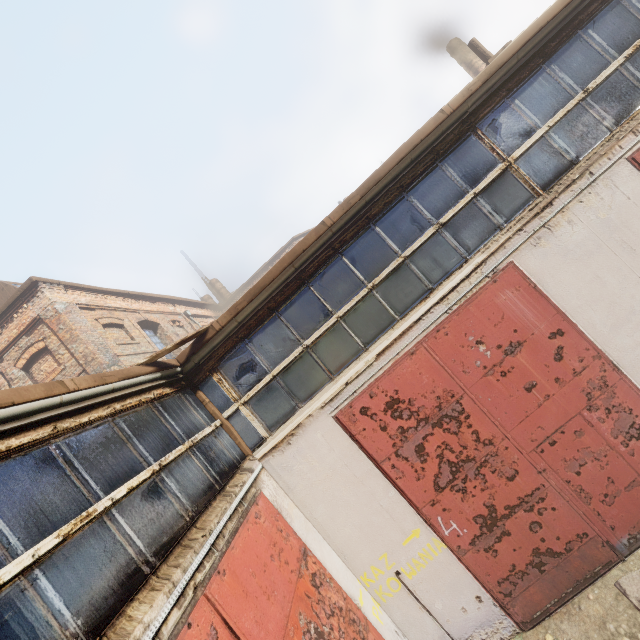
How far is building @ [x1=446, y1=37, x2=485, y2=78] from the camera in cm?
1706

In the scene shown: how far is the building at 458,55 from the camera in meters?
17.1

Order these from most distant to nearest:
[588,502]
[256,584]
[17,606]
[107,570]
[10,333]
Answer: [10,333], [588,502], [256,584], [107,570], [17,606]
